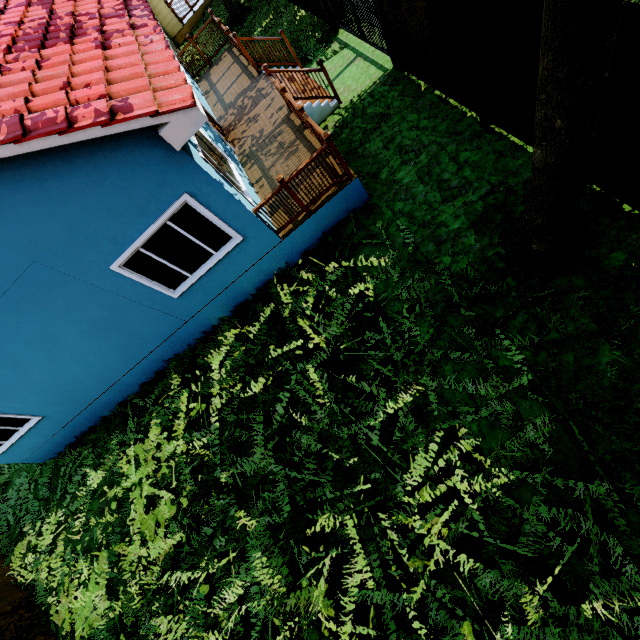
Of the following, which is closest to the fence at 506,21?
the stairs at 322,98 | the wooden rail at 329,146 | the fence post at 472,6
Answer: the fence post at 472,6

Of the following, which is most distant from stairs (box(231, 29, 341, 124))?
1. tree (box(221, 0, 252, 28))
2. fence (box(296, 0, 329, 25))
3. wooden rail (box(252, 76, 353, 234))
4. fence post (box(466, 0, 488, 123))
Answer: tree (box(221, 0, 252, 28))

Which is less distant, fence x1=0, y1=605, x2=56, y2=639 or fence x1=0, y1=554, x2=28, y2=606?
fence x1=0, y1=605, x2=56, y2=639

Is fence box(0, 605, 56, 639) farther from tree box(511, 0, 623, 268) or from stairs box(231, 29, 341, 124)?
stairs box(231, 29, 341, 124)

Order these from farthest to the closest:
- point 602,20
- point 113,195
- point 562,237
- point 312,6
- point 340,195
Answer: point 312,6 → point 340,195 → point 113,195 → point 562,237 → point 602,20

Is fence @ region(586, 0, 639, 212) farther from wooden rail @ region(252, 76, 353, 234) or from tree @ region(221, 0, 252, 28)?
wooden rail @ region(252, 76, 353, 234)

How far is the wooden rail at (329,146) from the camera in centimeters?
585cm

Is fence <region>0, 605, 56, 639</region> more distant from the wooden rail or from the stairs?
the wooden rail
